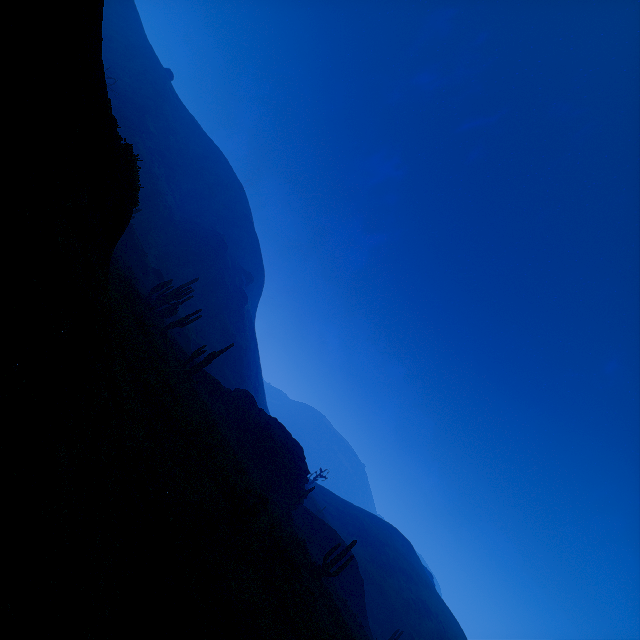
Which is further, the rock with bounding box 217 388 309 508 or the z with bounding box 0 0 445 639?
the rock with bounding box 217 388 309 508

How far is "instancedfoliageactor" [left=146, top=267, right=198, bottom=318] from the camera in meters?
30.8

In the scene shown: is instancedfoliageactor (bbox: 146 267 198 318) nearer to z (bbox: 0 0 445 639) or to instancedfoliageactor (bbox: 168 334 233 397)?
z (bbox: 0 0 445 639)

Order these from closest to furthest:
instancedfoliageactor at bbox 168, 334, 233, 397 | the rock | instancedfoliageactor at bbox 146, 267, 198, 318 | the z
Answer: the z
instancedfoliageactor at bbox 168, 334, 233, 397
the rock
instancedfoliageactor at bbox 146, 267, 198, 318

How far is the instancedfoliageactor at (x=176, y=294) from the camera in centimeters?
3075cm

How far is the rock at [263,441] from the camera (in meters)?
29.48

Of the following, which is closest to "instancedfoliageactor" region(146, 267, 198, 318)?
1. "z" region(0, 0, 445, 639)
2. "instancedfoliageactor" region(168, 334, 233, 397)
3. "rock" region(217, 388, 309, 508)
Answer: "z" region(0, 0, 445, 639)

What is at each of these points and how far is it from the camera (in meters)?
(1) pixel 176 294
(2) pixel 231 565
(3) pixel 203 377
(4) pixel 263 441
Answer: (1) instancedfoliageactor, 31.70
(2) z, 5.82
(3) instancedfoliageactor, 30.22
(4) rock, 30.42
